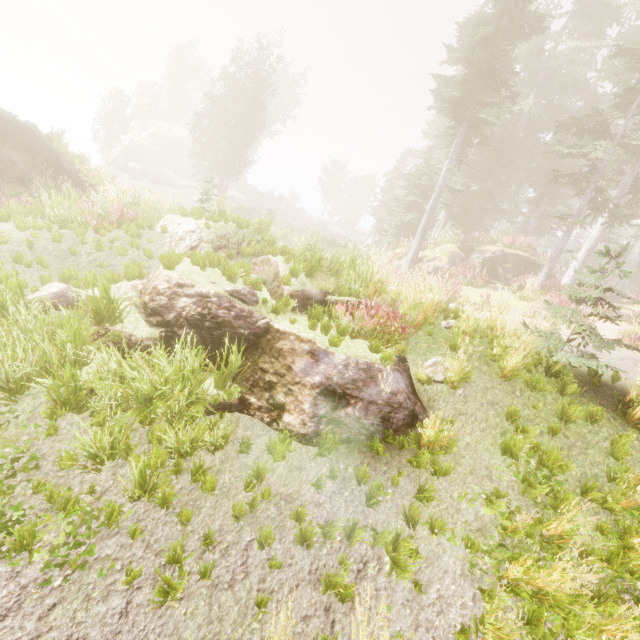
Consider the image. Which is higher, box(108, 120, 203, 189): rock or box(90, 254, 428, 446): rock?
box(108, 120, 203, 189): rock

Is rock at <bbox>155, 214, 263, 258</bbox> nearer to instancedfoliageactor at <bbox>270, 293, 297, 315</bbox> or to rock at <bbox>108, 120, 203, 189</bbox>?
instancedfoliageactor at <bbox>270, 293, 297, 315</bbox>

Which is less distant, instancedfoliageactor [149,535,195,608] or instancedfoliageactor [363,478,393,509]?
instancedfoliageactor [149,535,195,608]

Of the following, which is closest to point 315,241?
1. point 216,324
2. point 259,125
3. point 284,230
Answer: point 216,324

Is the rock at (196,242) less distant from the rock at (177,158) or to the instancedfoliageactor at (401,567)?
the instancedfoliageactor at (401,567)

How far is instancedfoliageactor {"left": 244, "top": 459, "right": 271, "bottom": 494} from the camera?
4.36m

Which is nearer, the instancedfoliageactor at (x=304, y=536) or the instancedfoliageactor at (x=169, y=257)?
the instancedfoliageactor at (x=304, y=536)
